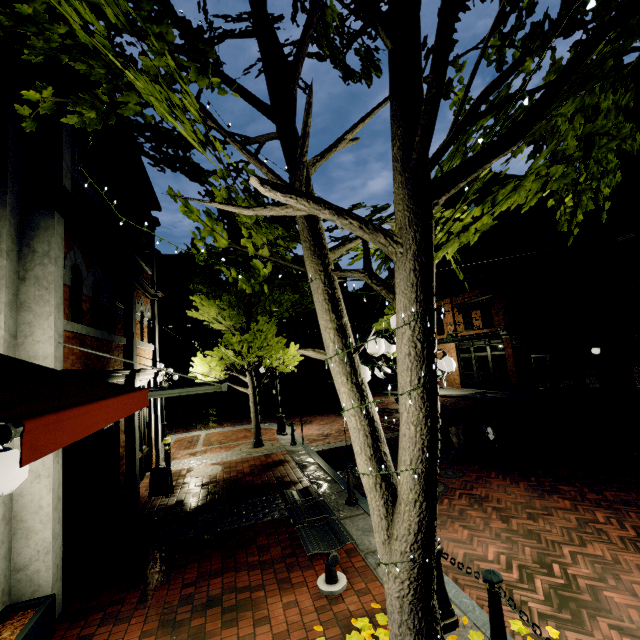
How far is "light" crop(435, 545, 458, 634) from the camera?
3.6 meters

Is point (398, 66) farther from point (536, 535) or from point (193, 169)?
point (536, 535)

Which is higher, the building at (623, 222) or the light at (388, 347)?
the building at (623, 222)

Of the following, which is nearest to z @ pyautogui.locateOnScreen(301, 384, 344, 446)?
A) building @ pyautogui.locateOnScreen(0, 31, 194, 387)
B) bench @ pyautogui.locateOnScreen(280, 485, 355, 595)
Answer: building @ pyautogui.locateOnScreen(0, 31, 194, 387)

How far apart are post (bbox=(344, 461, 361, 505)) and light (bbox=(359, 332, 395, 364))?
2.9 meters

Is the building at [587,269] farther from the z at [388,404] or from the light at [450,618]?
the light at [450,618]

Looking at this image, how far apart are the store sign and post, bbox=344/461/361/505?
4.7 meters
